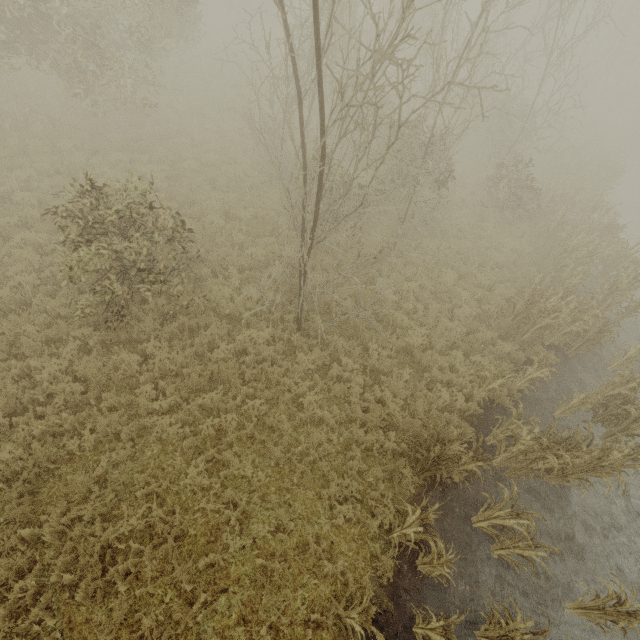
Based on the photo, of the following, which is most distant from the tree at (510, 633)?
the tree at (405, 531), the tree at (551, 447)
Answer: the tree at (551, 447)

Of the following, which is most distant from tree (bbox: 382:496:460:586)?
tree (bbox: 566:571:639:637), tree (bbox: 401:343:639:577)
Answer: tree (bbox: 401:343:639:577)

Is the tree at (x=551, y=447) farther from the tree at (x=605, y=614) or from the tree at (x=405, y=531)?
the tree at (x=405, y=531)

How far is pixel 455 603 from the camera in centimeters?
558cm

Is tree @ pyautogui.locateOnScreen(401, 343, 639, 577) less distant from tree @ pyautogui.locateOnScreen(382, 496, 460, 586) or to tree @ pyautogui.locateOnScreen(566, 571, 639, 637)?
tree @ pyautogui.locateOnScreen(566, 571, 639, 637)

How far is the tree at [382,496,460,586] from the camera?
4.9 meters
